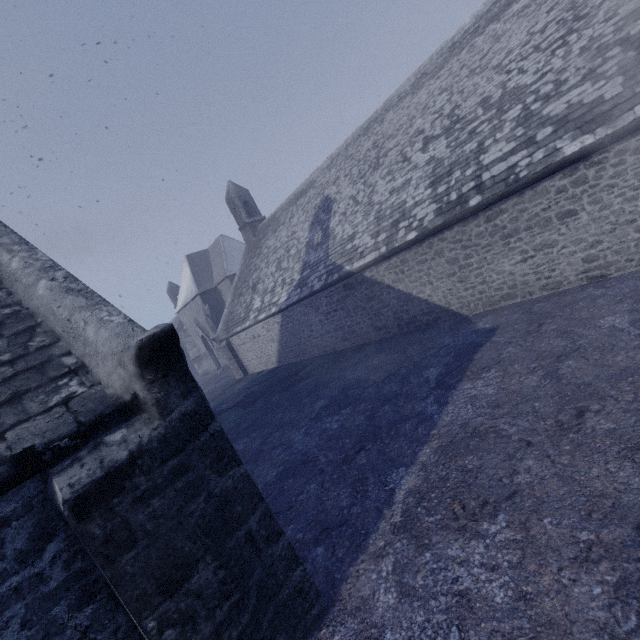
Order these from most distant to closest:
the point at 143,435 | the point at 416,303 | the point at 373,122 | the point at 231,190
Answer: the point at 231,190, the point at 373,122, the point at 416,303, the point at 143,435
